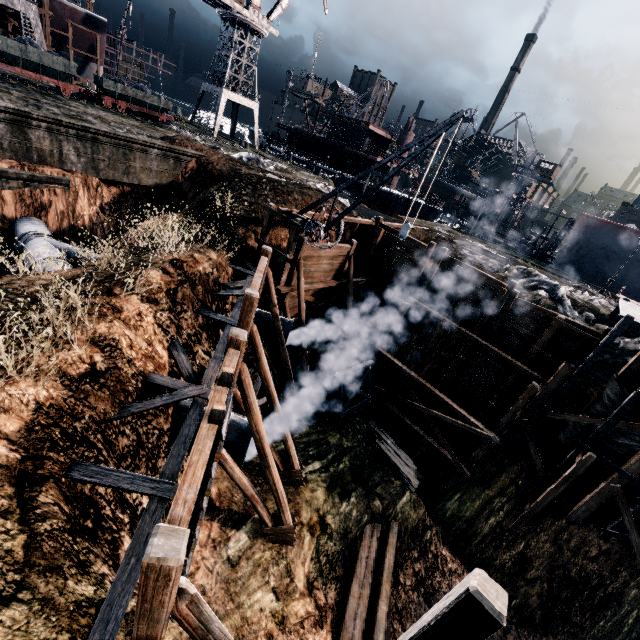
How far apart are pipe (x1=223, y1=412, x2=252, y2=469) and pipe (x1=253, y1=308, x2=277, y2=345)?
5.8 meters

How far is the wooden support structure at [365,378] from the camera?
17.8 meters

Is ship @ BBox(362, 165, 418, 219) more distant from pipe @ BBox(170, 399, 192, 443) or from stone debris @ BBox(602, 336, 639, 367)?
pipe @ BBox(170, 399, 192, 443)

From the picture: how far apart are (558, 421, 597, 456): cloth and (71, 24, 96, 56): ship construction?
61.3m

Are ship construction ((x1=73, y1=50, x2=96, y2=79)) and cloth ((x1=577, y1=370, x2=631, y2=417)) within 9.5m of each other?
no

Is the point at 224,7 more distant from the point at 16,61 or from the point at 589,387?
the point at 589,387

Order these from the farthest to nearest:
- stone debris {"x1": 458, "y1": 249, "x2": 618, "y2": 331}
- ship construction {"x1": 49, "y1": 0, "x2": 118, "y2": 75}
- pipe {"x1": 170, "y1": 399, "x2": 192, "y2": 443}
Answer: ship construction {"x1": 49, "y1": 0, "x2": 118, "y2": 75} < stone debris {"x1": 458, "y1": 249, "x2": 618, "y2": 331} < pipe {"x1": 170, "y1": 399, "x2": 192, "y2": 443}

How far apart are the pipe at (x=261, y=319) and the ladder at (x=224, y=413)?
9.3m
